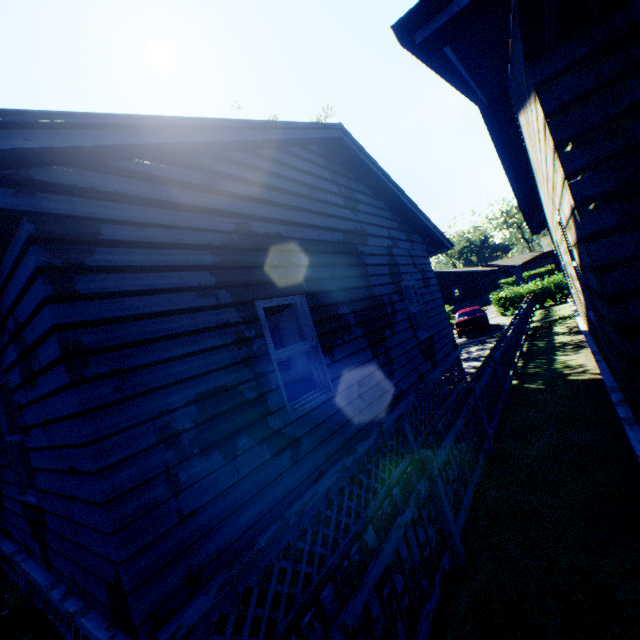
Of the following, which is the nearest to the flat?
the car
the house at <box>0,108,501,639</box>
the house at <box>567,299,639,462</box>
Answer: the house at <box>0,108,501,639</box>

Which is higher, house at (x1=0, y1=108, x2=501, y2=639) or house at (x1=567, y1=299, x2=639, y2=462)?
house at (x1=0, y1=108, x2=501, y2=639)

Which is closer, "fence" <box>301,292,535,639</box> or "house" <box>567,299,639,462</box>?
"fence" <box>301,292,535,639</box>

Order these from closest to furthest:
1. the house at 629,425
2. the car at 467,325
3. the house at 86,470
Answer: the house at 86,470
the house at 629,425
the car at 467,325

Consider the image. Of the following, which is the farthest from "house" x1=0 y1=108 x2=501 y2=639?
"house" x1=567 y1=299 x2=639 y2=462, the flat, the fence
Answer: "house" x1=567 y1=299 x2=639 y2=462

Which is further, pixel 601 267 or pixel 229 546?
pixel 229 546

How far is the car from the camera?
18.7m

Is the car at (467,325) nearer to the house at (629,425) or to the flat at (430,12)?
the house at (629,425)
